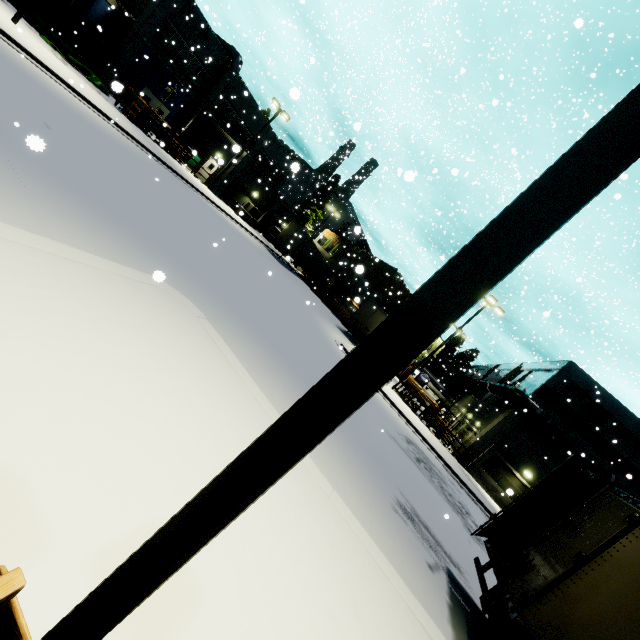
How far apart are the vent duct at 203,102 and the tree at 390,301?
13.88m

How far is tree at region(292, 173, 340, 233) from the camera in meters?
47.7

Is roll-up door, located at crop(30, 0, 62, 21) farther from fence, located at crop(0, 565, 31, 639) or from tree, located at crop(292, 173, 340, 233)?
fence, located at crop(0, 565, 31, 639)

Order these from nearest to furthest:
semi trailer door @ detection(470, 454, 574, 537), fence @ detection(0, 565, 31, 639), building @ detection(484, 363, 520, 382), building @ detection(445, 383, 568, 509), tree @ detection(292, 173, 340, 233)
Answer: fence @ detection(0, 565, 31, 639) → semi trailer door @ detection(470, 454, 574, 537) → building @ detection(445, 383, 568, 509) → building @ detection(484, 363, 520, 382) → tree @ detection(292, 173, 340, 233)

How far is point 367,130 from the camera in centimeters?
2156cm

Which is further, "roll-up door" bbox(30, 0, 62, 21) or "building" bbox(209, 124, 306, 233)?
"building" bbox(209, 124, 306, 233)

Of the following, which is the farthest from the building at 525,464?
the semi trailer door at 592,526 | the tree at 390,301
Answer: the semi trailer door at 592,526

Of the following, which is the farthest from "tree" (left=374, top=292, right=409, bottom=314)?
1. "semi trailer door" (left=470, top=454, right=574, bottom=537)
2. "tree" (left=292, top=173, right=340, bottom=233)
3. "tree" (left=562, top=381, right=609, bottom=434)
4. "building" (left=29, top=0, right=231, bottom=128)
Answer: "semi trailer door" (left=470, top=454, right=574, bottom=537)
